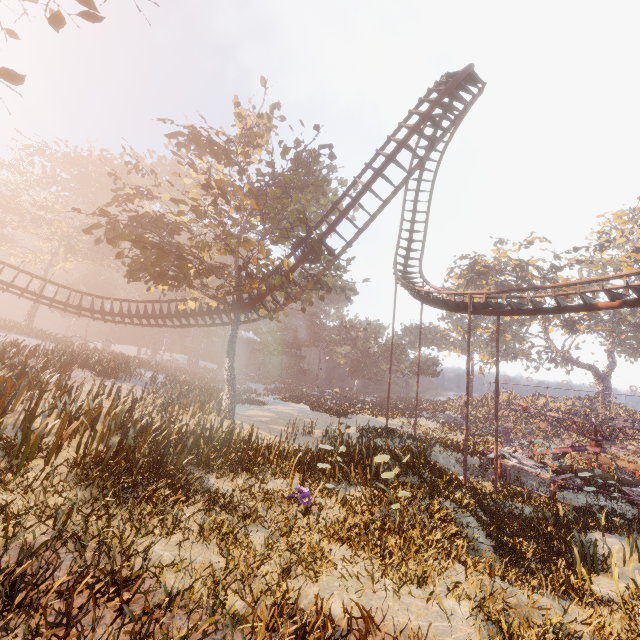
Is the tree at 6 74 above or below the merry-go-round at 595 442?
above

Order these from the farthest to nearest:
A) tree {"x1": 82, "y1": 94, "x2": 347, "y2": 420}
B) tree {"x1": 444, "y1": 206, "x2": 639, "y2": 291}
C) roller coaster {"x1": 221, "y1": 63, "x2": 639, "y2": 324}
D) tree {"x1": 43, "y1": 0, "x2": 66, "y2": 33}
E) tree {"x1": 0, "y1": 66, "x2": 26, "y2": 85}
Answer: tree {"x1": 444, "y1": 206, "x2": 639, "y2": 291} < tree {"x1": 82, "y1": 94, "x2": 347, "y2": 420} < roller coaster {"x1": 221, "y1": 63, "x2": 639, "y2": 324} < tree {"x1": 0, "y1": 66, "x2": 26, "y2": 85} < tree {"x1": 43, "y1": 0, "x2": 66, "y2": 33}

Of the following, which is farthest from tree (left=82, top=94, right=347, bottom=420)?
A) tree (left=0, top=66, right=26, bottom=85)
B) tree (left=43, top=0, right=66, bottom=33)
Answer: tree (left=43, top=0, right=66, bottom=33)

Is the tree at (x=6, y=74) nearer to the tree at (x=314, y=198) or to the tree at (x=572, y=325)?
the tree at (x=314, y=198)

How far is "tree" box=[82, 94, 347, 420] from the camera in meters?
16.0 m

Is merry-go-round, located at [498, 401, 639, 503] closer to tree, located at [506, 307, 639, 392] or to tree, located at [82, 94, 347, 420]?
tree, located at [82, 94, 347, 420]

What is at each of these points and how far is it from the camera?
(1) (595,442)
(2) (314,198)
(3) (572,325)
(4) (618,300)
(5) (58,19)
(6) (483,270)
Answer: (1) merry-go-round, 19.45m
(2) tree, 21.69m
(3) tree, 41.47m
(4) roller coaster, 12.45m
(5) tree, 5.38m
(6) tree, 45.78m

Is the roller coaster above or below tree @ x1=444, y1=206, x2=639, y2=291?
below
